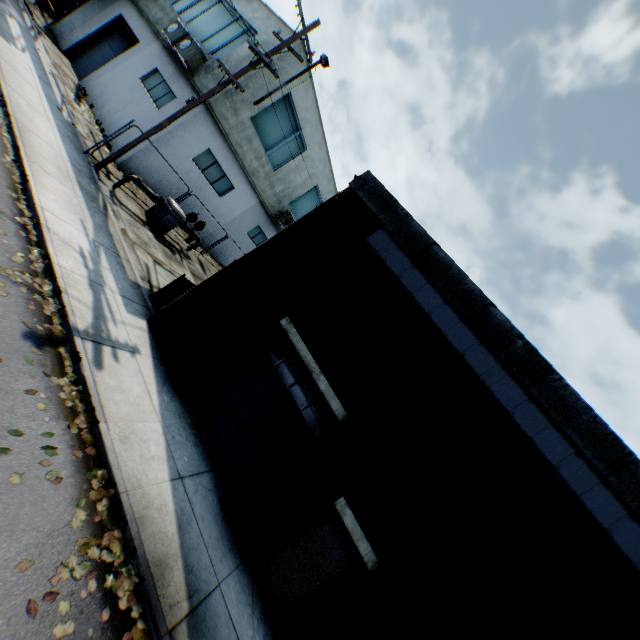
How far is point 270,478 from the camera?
6.70m

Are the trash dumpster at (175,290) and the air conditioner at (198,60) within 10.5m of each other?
no

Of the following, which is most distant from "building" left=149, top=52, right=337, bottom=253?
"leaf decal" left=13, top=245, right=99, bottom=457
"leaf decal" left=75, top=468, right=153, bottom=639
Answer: "leaf decal" left=75, top=468, right=153, bottom=639

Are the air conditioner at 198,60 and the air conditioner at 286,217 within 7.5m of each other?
no

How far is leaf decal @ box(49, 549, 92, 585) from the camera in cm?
360

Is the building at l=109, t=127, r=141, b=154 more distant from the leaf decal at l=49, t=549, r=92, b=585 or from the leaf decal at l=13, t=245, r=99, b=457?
the leaf decal at l=49, t=549, r=92, b=585

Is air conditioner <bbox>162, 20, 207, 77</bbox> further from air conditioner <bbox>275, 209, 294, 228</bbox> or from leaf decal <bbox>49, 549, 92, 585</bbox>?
leaf decal <bbox>49, 549, 92, 585</bbox>

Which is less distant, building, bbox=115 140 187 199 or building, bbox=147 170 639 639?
building, bbox=147 170 639 639
